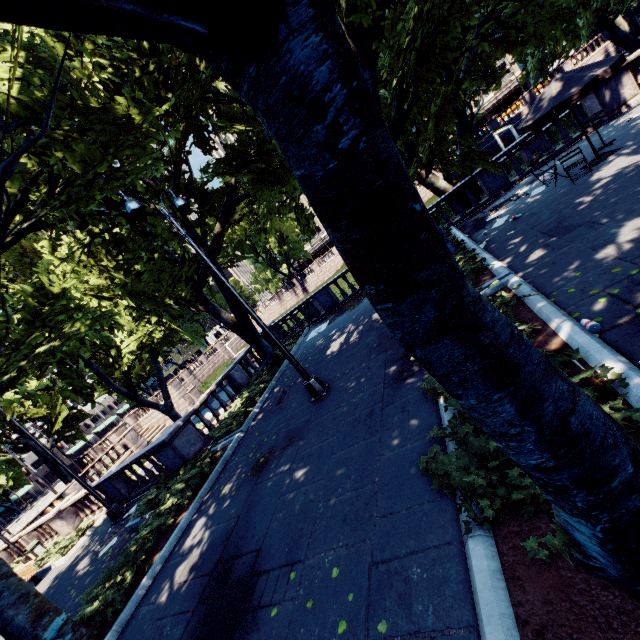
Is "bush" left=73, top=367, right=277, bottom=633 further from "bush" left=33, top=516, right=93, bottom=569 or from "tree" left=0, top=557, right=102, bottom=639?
"bush" left=33, top=516, right=93, bottom=569

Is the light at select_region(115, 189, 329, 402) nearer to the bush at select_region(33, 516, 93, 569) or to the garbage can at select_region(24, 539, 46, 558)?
the bush at select_region(33, 516, 93, 569)

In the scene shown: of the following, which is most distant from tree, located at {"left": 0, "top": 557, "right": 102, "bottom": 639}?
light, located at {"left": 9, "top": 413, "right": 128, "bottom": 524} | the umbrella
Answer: light, located at {"left": 9, "top": 413, "right": 128, "bottom": 524}

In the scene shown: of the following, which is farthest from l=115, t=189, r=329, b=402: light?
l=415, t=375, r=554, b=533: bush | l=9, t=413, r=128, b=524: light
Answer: l=9, t=413, r=128, b=524: light

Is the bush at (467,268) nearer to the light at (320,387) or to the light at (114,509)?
the light at (320,387)

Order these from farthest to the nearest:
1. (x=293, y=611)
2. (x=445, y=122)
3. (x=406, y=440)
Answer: (x=445, y=122) < (x=406, y=440) < (x=293, y=611)

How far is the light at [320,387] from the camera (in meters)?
7.78

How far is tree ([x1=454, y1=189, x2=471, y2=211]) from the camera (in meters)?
16.92
